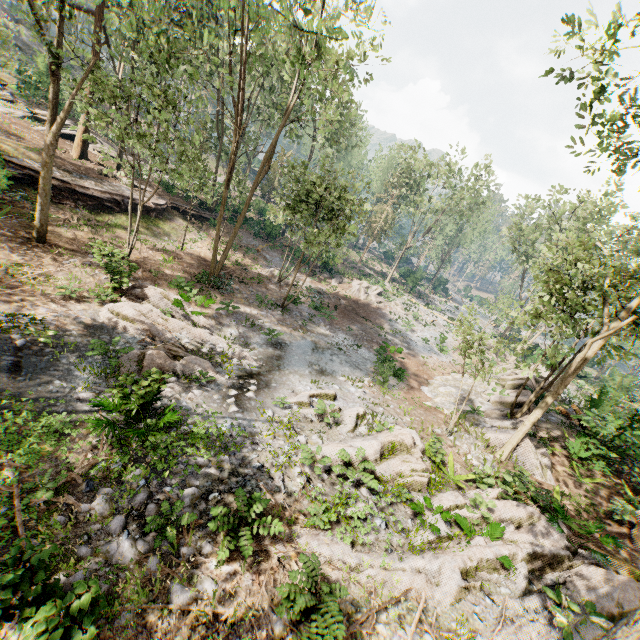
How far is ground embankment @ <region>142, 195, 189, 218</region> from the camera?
25.36m

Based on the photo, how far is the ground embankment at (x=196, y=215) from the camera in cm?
2966

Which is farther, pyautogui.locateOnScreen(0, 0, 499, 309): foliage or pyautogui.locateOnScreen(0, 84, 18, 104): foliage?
pyautogui.locateOnScreen(0, 84, 18, 104): foliage

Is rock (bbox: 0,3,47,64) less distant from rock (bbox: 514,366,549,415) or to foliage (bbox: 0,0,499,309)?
foliage (bbox: 0,0,499,309)

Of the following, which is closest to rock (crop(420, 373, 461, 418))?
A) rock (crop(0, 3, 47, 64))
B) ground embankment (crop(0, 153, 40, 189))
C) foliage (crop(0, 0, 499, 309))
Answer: foliage (crop(0, 0, 499, 309))

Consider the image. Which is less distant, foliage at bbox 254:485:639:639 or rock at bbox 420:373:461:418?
foliage at bbox 254:485:639:639

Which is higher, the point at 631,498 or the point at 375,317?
the point at 631,498

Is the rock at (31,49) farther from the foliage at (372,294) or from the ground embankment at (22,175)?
the ground embankment at (22,175)
